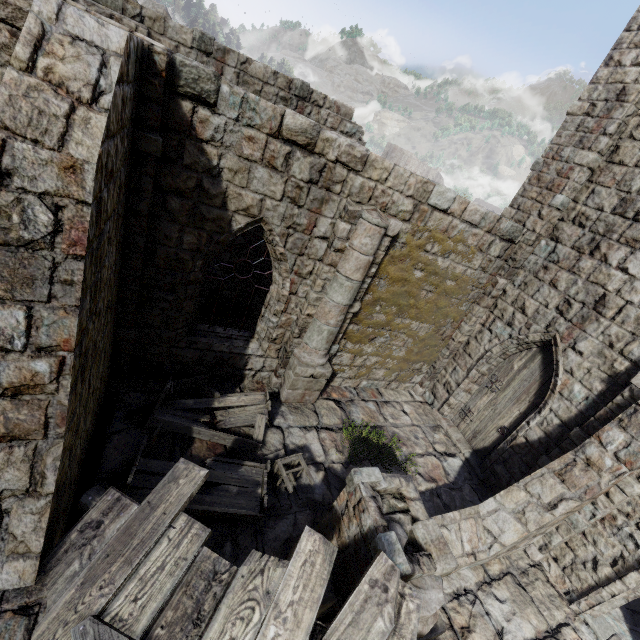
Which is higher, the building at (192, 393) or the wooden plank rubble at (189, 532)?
the wooden plank rubble at (189, 532)

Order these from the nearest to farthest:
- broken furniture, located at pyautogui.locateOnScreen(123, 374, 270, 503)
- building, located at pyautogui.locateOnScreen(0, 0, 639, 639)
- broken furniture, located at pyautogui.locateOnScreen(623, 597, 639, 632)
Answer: building, located at pyautogui.locateOnScreen(0, 0, 639, 639), broken furniture, located at pyautogui.locateOnScreen(123, 374, 270, 503), broken furniture, located at pyautogui.locateOnScreen(623, 597, 639, 632)

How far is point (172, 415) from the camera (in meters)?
6.41

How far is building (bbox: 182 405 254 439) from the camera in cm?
688

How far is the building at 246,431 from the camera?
6.88m

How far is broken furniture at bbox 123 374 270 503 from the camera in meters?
5.2 m

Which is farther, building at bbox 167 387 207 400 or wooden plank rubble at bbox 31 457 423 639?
building at bbox 167 387 207 400
